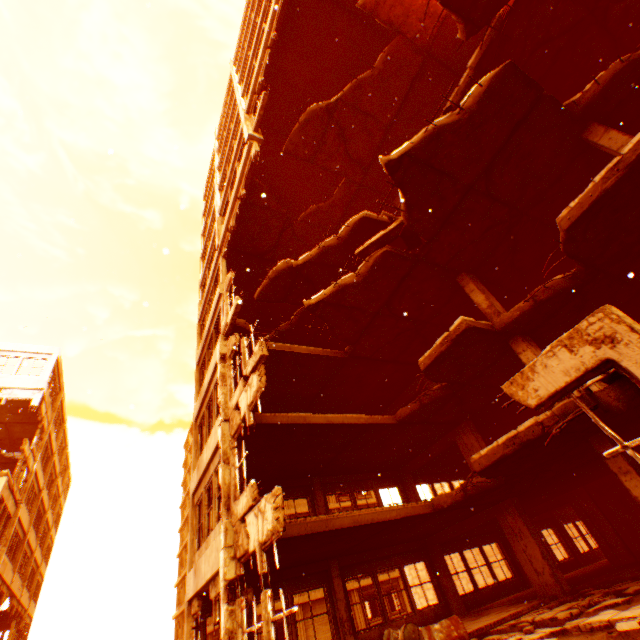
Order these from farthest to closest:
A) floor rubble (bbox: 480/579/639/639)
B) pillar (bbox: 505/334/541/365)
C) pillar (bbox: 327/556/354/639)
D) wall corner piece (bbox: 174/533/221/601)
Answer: pillar (bbox: 327/556/354/639) < pillar (bbox: 505/334/541/365) < wall corner piece (bbox: 174/533/221/601) < floor rubble (bbox: 480/579/639/639)

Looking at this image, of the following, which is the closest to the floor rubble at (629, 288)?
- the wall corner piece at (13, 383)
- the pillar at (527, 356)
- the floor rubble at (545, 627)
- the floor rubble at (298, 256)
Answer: the pillar at (527, 356)

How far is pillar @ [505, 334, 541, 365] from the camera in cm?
890

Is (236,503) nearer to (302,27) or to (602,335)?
(602,335)

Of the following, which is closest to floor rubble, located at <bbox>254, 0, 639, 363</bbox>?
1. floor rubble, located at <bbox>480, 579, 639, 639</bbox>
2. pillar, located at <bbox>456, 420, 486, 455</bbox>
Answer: pillar, located at <bbox>456, 420, 486, 455</bbox>

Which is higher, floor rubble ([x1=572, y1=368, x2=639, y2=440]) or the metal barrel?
floor rubble ([x1=572, y1=368, x2=639, y2=440])

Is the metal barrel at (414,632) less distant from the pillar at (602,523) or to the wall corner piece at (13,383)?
the wall corner piece at (13,383)

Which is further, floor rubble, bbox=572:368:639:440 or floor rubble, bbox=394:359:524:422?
floor rubble, bbox=394:359:524:422
